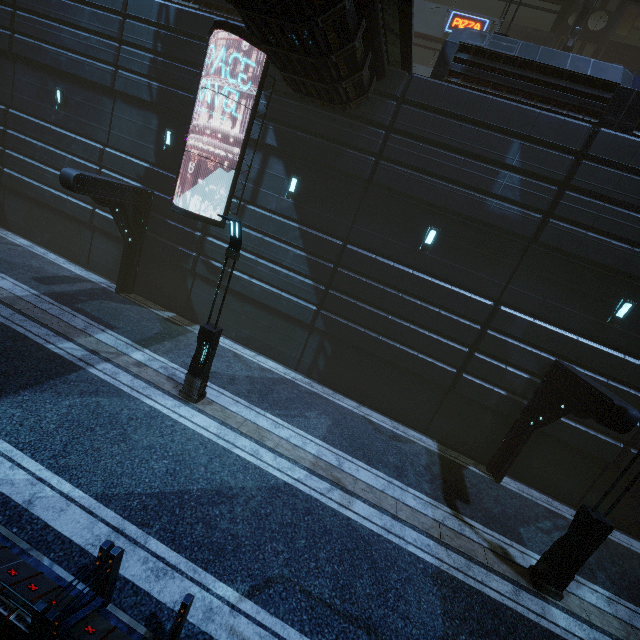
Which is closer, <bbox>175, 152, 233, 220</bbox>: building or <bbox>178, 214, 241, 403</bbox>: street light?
<bbox>178, 214, 241, 403</bbox>: street light

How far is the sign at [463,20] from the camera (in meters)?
17.55

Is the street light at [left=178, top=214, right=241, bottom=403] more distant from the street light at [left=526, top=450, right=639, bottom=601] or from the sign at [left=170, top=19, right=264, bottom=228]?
the street light at [left=526, top=450, right=639, bottom=601]

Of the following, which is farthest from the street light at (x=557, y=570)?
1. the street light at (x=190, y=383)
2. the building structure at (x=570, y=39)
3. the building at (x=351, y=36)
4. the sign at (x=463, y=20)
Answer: the sign at (x=463, y=20)

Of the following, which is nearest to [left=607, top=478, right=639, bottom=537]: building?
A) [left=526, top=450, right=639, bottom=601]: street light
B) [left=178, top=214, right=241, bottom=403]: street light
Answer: [left=526, top=450, right=639, bottom=601]: street light

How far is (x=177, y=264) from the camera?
14.7m

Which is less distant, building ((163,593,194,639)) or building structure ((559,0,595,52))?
building ((163,593,194,639))

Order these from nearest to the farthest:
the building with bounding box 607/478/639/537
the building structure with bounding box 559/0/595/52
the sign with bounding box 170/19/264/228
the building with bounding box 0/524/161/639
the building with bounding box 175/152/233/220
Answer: the building with bounding box 0/524/161/639, the sign with bounding box 170/19/264/228, the building with bounding box 607/478/639/537, the building with bounding box 175/152/233/220, the building structure with bounding box 559/0/595/52
